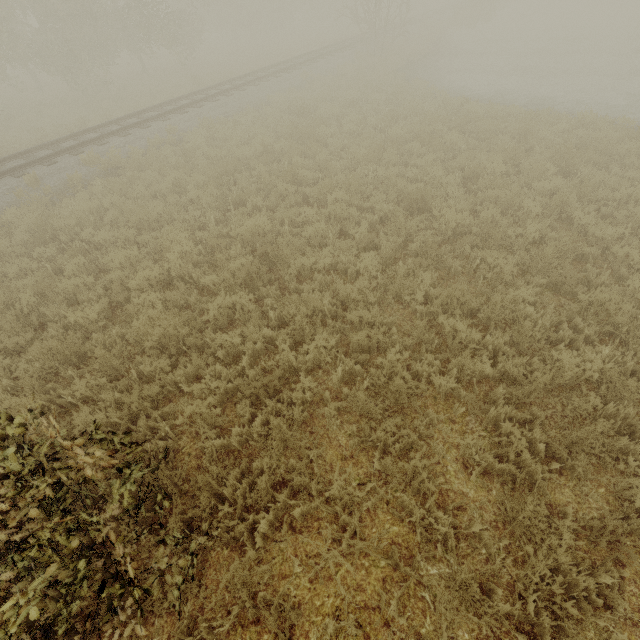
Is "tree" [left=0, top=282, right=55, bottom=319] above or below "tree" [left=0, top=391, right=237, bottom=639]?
below

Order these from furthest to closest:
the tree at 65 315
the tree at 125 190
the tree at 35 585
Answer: the tree at 125 190 < the tree at 65 315 < the tree at 35 585

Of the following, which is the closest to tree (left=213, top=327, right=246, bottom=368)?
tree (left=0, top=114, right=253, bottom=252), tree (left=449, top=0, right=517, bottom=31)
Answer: tree (left=0, top=114, right=253, bottom=252)

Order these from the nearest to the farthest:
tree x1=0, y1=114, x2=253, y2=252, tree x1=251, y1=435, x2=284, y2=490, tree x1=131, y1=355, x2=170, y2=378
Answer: tree x1=251, y1=435, x2=284, y2=490 < tree x1=131, y1=355, x2=170, y2=378 < tree x1=0, y1=114, x2=253, y2=252

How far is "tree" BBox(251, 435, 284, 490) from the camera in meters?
3.7

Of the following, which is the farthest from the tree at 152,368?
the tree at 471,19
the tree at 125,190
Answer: the tree at 471,19

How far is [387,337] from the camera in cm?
532

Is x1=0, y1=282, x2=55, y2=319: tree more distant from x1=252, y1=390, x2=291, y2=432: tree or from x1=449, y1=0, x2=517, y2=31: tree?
x1=449, y1=0, x2=517, y2=31: tree
